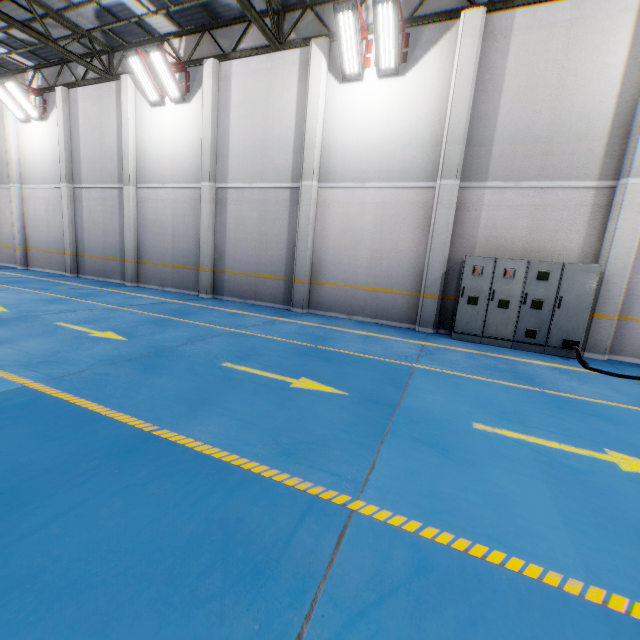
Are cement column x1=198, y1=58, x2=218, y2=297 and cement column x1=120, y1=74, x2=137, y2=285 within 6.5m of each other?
yes

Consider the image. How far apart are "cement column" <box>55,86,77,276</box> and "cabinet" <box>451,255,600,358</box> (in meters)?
16.40

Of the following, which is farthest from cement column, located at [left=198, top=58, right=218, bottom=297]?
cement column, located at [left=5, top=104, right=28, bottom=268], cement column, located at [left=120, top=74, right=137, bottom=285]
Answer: cement column, located at [left=5, top=104, right=28, bottom=268]

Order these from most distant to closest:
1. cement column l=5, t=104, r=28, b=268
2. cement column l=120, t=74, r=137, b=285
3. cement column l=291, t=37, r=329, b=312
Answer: cement column l=5, t=104, r=28, b=268 → cement column l=120, t=74, r=137, b=285 → cement column l=291, t=37, r=329, b=312

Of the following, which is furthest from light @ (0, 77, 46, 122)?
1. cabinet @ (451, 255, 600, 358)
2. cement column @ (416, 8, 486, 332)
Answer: cabinet @ (451, 255, 600, 358)

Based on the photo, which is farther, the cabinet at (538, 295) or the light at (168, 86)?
the light at (168, 86)

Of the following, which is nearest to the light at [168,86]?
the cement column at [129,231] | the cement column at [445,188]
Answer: the cement column at [129,231]

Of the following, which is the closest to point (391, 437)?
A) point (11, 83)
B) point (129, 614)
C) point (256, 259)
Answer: point (129, 614)
